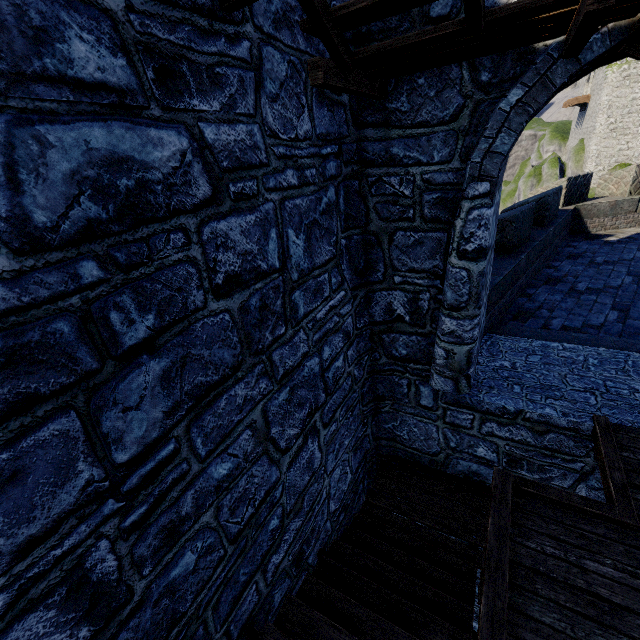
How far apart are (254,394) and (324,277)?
1.59m

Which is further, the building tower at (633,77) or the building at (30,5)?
the building tower at (633,77)

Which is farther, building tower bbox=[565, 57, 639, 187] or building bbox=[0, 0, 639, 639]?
building tower bbox=[565, 57, 639, 187]
